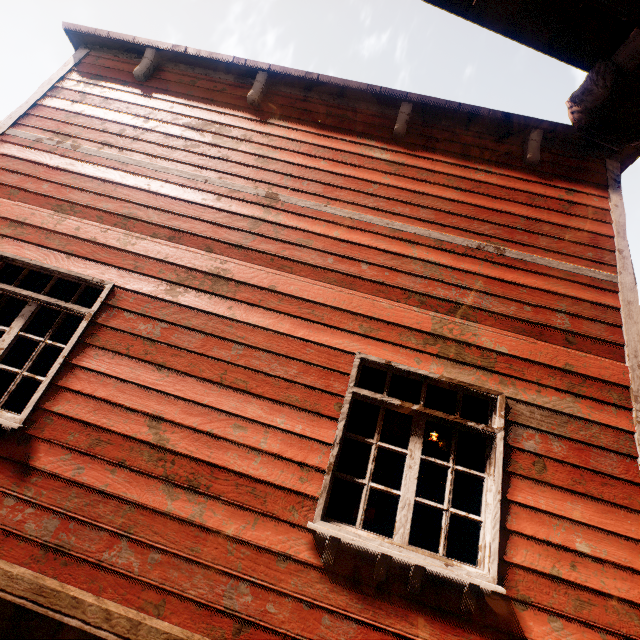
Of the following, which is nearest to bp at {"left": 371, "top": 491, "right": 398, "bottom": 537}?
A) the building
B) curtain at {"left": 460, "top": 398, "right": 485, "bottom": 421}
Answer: the building

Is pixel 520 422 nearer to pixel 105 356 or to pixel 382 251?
pixel 382 251

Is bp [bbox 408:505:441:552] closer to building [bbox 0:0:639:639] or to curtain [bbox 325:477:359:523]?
building [bbox 0:0:639:639]

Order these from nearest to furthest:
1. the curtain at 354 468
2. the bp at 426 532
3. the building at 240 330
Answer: the building at 240 330 → the curtain at 354 468 → the bp at 426 532

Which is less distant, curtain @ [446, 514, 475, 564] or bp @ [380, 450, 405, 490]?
curtain @ [446, 514, 475, 564]

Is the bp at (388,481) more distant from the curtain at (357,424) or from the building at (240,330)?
the curtain at (357,424)
